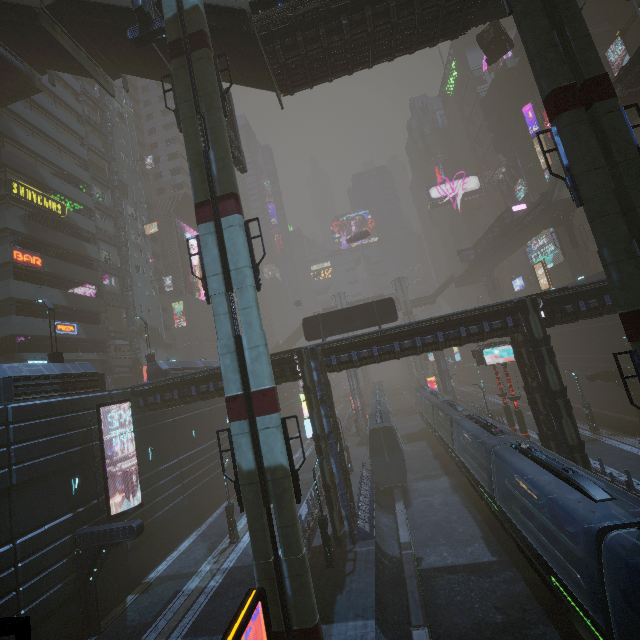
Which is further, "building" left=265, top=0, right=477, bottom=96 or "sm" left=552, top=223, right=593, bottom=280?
"sm" left=552, top=223, right=593, bottom=280

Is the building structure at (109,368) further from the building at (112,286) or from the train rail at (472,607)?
the train rail at (472,607)

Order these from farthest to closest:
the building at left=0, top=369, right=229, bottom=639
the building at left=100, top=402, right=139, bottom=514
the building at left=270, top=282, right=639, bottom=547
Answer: the building at left=100, top=402, right=139, bottom=514 < the building at left=270, top=282, right=639, bottom=547 < the building at left=0, top=369, right=229, bottom=639

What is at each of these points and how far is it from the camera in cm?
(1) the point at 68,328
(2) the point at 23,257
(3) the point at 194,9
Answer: (1) sign, 2948
(2) sign, 2705
(3) sm, 1631

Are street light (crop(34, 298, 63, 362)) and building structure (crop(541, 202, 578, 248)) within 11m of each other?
no

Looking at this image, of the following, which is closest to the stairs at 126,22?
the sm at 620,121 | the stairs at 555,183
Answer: the sm at 620,121

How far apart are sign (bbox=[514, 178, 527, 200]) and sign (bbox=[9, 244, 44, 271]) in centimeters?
6694cm

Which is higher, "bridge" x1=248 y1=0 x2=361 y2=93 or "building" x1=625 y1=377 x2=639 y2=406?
"bridge" x1=248 y1=0 x2=361 y2=93
